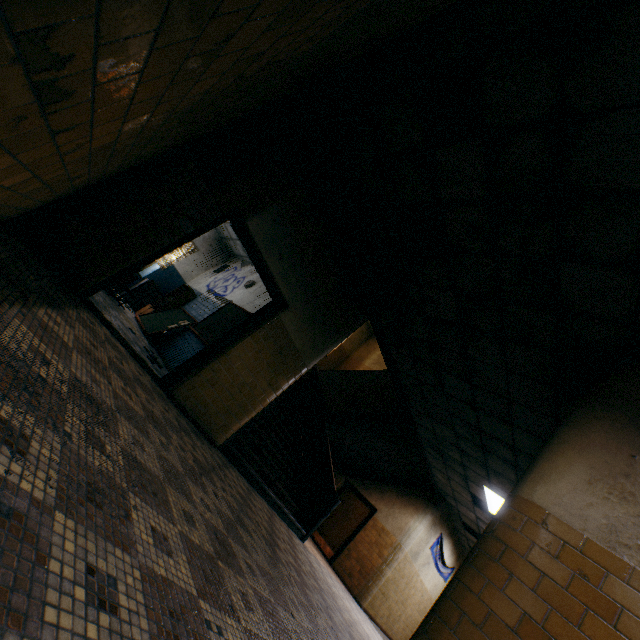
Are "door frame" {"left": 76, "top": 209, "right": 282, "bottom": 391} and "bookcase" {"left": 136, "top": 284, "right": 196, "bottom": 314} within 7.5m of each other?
yes

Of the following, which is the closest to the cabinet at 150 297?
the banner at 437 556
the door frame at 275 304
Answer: the door frame at 275 304

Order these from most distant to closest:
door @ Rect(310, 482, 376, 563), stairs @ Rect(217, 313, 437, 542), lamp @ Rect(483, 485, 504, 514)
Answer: door @ Rect(310, 482, 376, 563) → lamp @ Rect(483, 485, 504, 514) → stairs @ Rect(217, 313, 437, 542)

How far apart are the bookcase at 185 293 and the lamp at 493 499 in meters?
9.6 m

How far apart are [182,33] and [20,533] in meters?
1.4 m

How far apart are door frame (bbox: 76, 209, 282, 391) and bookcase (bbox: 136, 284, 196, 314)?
5.74m

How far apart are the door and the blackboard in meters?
8.1 m

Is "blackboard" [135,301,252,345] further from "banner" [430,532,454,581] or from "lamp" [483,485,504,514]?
"banner" [430,532,454,581]
